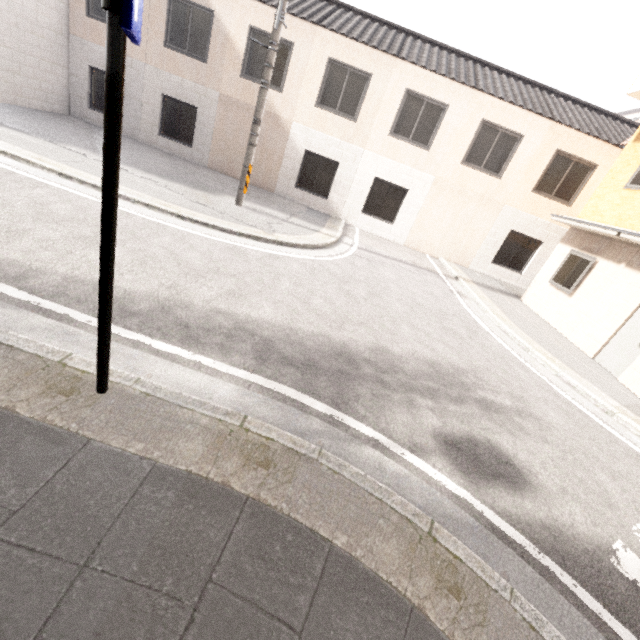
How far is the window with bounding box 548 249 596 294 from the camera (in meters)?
9.15

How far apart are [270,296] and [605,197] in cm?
1070

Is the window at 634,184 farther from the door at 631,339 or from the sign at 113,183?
the sign at 113,183

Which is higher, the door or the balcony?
the balcony

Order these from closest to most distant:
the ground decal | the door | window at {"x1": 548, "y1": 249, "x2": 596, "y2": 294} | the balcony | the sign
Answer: the sign, the ground decal, the door, the balcony, window at {"x1": 548, "y1": 249, "x2": 596, "y2": 294}

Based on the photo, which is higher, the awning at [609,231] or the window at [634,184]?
the window at [634,184]

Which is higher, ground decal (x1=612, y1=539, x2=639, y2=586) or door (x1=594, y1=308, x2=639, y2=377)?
door (x1=594, y1=308, x2=639, y2=377)

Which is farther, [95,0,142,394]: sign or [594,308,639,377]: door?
[594,308,639,377]: door
